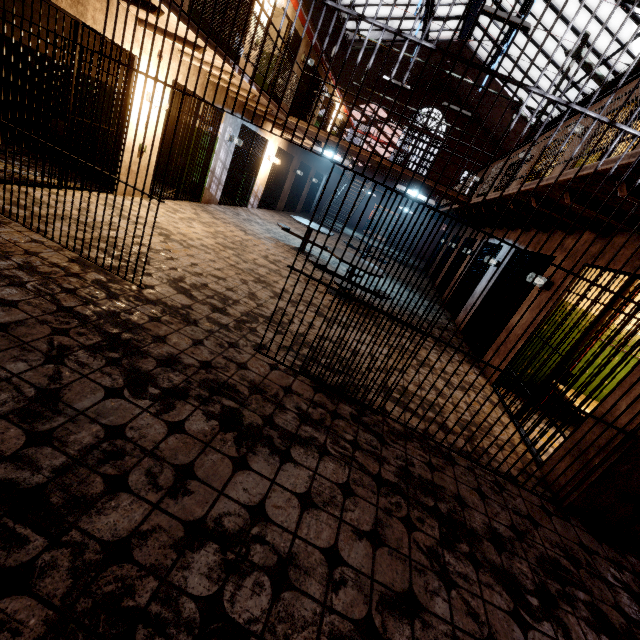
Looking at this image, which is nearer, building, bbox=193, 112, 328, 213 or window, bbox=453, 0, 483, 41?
building, bbox=193, 112, 328, 213

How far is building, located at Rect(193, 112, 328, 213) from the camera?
8.8 meters

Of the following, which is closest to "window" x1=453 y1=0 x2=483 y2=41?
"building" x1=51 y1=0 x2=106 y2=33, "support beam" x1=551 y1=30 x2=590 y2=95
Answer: "support beam" x1=551 y1=30 x2=590 y2=95

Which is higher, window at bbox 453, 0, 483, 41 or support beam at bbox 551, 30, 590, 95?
window at bbox 453, 0, 483, 41

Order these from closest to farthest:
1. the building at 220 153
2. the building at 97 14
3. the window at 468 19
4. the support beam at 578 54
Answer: the building at 97 14, the building at 220 153, the support beam at 578 54, the window at 468 19

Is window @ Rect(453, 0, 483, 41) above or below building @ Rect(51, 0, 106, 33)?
above

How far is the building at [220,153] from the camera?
8.76m

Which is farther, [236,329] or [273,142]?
[273,142]
